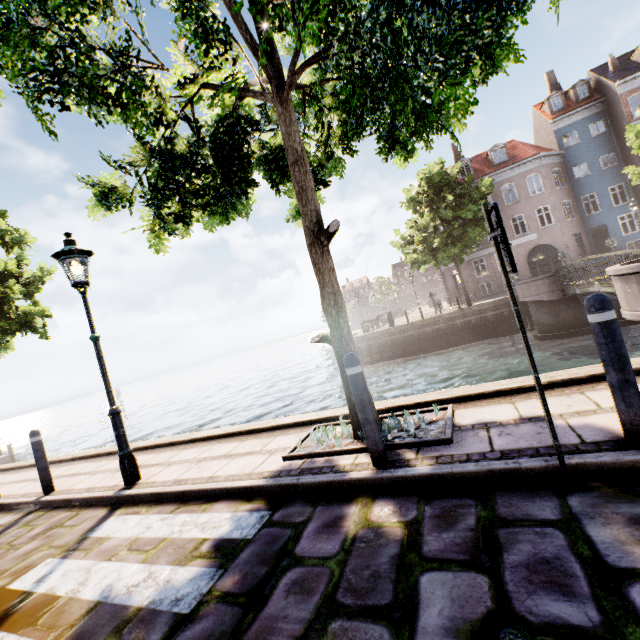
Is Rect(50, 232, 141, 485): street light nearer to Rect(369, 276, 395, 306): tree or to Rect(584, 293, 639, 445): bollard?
Rect(584, 293, 639, 445): bollard

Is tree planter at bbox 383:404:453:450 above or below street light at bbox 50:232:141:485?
below

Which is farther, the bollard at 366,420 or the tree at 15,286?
the tree at 15,286

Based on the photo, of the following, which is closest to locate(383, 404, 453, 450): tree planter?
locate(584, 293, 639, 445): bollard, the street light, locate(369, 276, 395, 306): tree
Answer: locate(584, 293, 639, 445): bollard

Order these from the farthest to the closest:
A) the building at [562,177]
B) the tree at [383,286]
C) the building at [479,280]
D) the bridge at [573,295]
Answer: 1. the tree at [383,286]
2. the building at [479,280]
3. the building at [562,177]
4. the bridge at [573,295]

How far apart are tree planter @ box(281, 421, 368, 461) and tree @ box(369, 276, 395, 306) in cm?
5263

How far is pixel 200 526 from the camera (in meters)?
3.14

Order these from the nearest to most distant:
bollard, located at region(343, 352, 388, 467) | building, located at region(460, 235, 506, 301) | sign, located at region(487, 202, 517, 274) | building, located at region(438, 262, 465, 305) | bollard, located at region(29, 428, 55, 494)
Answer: sign, located at region(487, 202, 517, 274), bollard, located at region(343, 352, 388, 467), bollard, located at region(29, 428, 55, 494), building, located at region(460, 235, 506, 301), building, located at region(438, 262, 465, 305)
